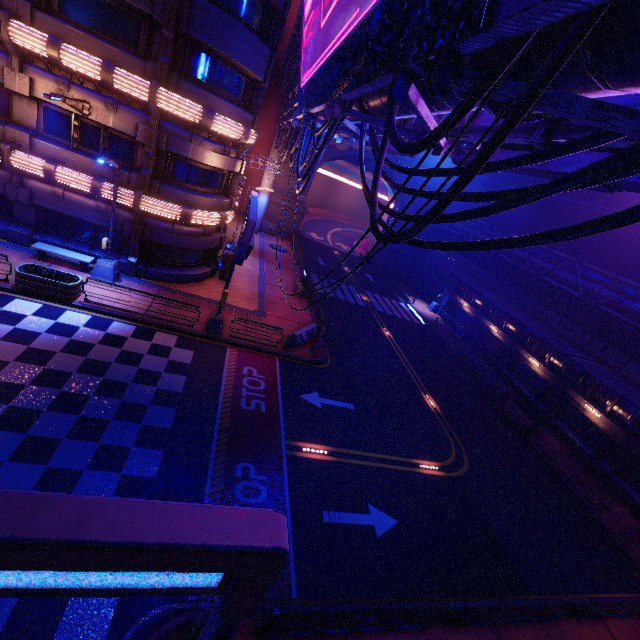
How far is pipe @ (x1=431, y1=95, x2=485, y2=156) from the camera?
5.7m

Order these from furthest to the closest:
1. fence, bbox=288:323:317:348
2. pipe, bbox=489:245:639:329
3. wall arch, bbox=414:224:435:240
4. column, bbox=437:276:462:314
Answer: wall arch, bbox=414:224:435:240
column, bbox=437:276:462:314
pipe, bbox=489:245:639:329
fence, bbox=288:323:317:348

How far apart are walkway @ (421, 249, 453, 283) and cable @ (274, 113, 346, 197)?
21.12m

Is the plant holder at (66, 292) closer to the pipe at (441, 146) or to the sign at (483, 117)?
the pipe at (441, 146)

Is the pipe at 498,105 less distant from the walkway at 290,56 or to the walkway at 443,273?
the walkway at 290,56

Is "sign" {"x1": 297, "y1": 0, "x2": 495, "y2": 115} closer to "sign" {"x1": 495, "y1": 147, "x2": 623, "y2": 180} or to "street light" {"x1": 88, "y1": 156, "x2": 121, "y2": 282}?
"sign" {"x1": 495, "y1": 147, "x2": 623, "y2": 180}

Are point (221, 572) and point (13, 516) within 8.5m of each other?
yes

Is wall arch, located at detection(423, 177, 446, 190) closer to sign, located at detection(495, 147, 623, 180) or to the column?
the column
